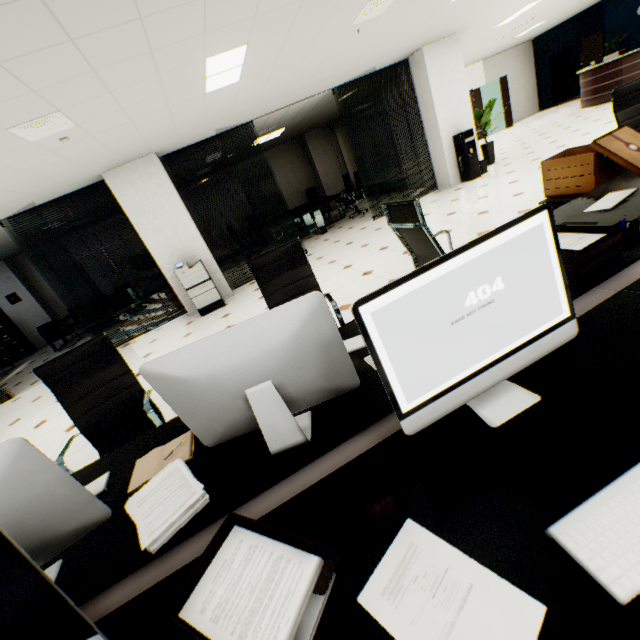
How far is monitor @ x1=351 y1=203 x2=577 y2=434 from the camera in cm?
86

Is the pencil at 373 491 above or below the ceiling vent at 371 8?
below

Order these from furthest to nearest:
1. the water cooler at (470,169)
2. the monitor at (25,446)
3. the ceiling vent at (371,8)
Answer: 1. the water cooler at (470,169)
2. the ceiling vent at (371,8)
3. the monitor at (25,446)

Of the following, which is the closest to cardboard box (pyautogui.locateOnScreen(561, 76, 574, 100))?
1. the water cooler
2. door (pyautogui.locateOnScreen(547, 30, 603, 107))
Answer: door (pyautogui.locateOnScreen(547, 30, 603, 107))

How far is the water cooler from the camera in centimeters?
743cm

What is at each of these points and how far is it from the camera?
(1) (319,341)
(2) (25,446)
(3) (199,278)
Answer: (1) monitor, 1.1 meters
(2) monitor, 0.9 meters
(3) copier, 6.3 meters

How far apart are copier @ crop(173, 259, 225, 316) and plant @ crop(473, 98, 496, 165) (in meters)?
7.41

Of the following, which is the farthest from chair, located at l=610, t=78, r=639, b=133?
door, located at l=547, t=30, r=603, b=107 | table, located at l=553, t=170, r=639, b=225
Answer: door, located at l=547, t=30, r=603, b=107
